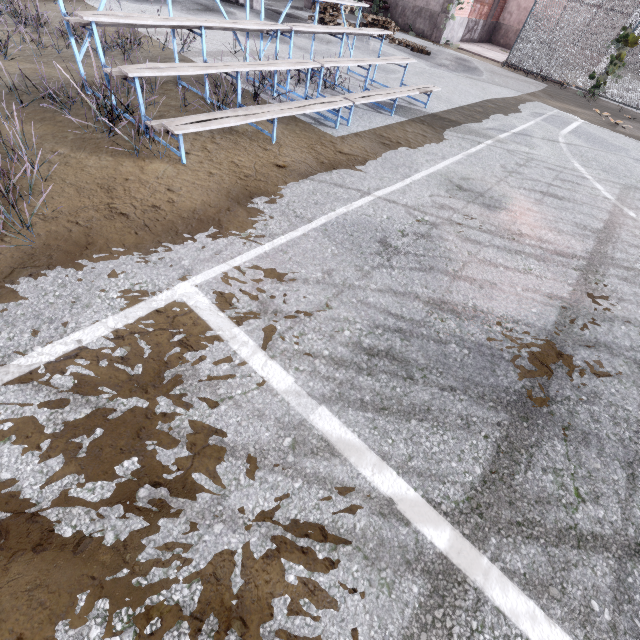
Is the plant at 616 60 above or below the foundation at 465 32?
above

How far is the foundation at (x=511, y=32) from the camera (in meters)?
18.27

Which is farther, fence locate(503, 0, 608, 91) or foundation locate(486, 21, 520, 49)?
foundation locate(486, 21, 520, 49)

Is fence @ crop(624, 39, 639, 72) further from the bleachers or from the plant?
the bleachers

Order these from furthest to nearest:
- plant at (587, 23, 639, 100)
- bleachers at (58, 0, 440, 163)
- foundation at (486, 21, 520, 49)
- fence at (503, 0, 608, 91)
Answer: foundation at (486, 21, 520, 49) → fence at (503, 0, 608, 91) → plant at (587, 23, 639, 100) → bleachers at (58, 0, 440, 163)

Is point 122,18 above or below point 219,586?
above

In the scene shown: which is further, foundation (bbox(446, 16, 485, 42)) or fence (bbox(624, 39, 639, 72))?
foundation (bbox(446, 16, 485, 42))

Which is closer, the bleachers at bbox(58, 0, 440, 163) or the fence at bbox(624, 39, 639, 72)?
the bleachers at bbox(58, 0, 440, 163)
